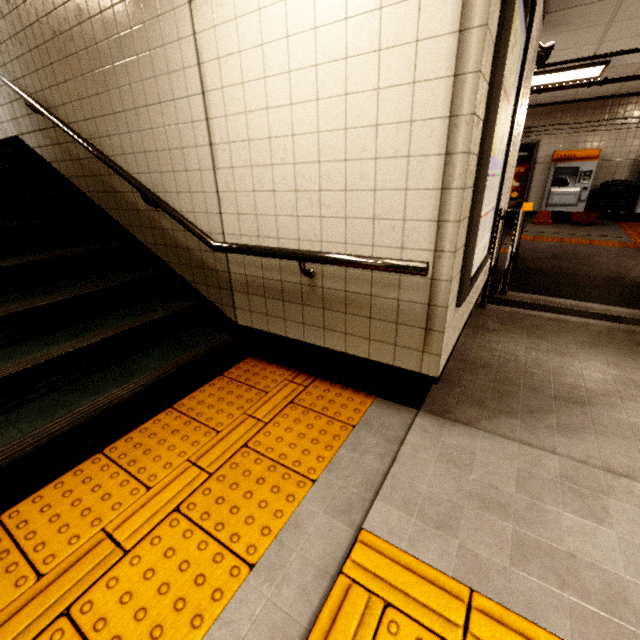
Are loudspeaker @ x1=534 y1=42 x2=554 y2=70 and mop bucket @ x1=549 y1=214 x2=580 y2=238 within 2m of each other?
no

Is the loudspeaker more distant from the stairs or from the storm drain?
the stairs

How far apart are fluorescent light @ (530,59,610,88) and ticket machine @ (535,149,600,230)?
1.99m

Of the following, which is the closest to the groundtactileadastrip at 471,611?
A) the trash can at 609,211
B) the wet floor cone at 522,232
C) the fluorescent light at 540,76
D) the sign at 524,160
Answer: the trash can at 609,211

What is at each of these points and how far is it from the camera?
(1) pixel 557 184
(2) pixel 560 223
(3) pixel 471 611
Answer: (1) ticket machine, 8.0m
(2) mop bucket, 7.2m
(3) groundtactileadastrip, 1.1m

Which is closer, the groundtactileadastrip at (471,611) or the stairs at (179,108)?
the groundtactileadastrip at (471,611)

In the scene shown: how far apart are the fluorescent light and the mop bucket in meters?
2.5 m

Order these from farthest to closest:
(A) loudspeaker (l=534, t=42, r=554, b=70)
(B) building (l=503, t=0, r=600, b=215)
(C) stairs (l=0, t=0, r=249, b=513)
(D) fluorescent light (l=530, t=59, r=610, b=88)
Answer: (D) fluorescent light (l=530, t=59, r=610, b=88) → (A) loudspeaker (l=534, t=42, r=554, b=70) → (B) building (l=503, t=0, r=600, b=215) → (C) stairs (l=0, t=0, r=249, b=513)
